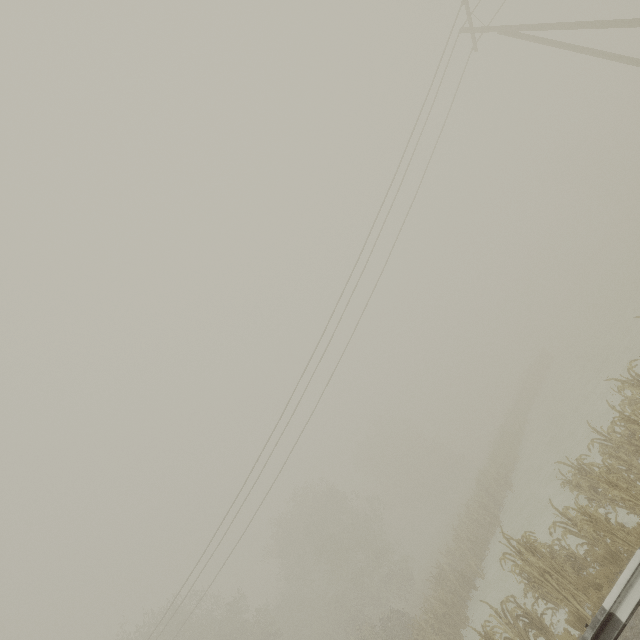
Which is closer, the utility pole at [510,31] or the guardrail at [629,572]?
the guardrail at [629,572]

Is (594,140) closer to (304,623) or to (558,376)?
(558,376)

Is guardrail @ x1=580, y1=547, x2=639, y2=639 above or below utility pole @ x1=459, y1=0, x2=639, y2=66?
below

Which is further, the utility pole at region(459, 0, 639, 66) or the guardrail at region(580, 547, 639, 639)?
the utility pole at region(459, 0, 639, 66)

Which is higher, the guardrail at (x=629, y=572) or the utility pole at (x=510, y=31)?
the utility pole at (x=510, y=31)
